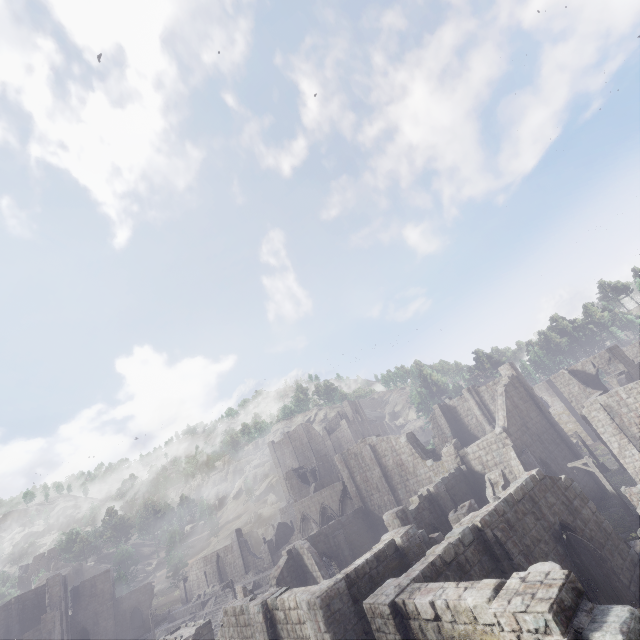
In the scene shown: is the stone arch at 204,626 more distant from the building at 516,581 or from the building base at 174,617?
the building base at 174,617

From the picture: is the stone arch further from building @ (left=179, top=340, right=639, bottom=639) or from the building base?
the building base

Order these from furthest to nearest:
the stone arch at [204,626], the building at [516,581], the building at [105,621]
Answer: the building at [105,621] → the stone arch at [204,626] → the building at [516,581]

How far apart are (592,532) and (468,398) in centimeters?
2252cm

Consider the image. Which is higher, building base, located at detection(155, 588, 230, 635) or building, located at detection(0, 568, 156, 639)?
building, located at detection(0, 568, 156, 639)

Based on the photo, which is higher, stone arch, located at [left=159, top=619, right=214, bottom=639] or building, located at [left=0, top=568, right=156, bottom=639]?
building, located at [left=0, top=568, right=156, bottom=639]
